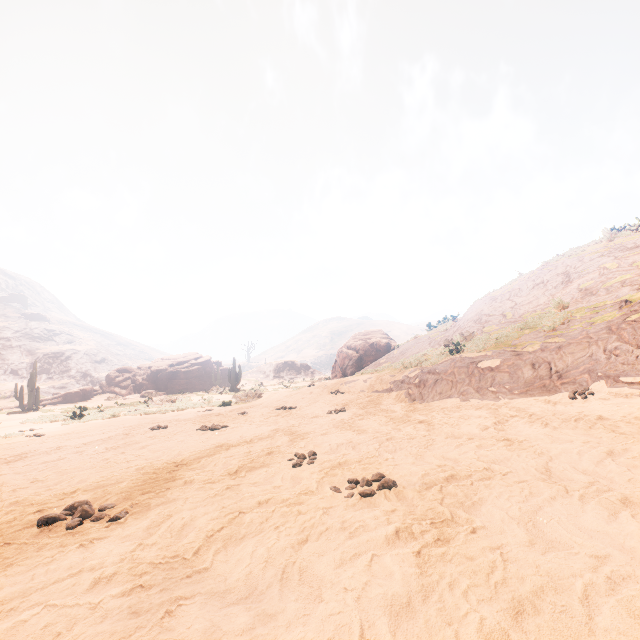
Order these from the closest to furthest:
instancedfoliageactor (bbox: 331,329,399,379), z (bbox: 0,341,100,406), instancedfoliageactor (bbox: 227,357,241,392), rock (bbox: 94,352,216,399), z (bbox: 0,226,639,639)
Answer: z (bbox: 0,226,639,639) < instancedfoliageactor (bbox: 331,329,399,379) < instancedfoliageactor (bbox: 227,357,241,392) < rock (bbox: 94,352,216,399) < z (bbox: 0,341,100,406)

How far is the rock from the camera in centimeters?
3491cm

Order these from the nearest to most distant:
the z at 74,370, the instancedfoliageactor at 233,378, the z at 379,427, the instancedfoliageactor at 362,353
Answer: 1. the z at 379,427
2. the instancedfoliageactor at 362,353
3. the instancedfoliageactor at 233,378
4. the z at 74,370

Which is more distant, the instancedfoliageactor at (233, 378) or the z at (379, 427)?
the instancedfoliageactor at (233, 378)

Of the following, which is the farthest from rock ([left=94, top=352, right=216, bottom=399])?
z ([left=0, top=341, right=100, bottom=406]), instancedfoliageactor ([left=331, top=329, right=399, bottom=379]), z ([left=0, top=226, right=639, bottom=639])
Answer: z ([left=0, top=341, right=100, bottom=406])

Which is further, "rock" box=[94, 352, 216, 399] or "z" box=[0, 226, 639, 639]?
"rock" box=[94, 352, 216, 399]

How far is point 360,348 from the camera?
25.08m

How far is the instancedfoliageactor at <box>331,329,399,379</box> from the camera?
24.1 meters
